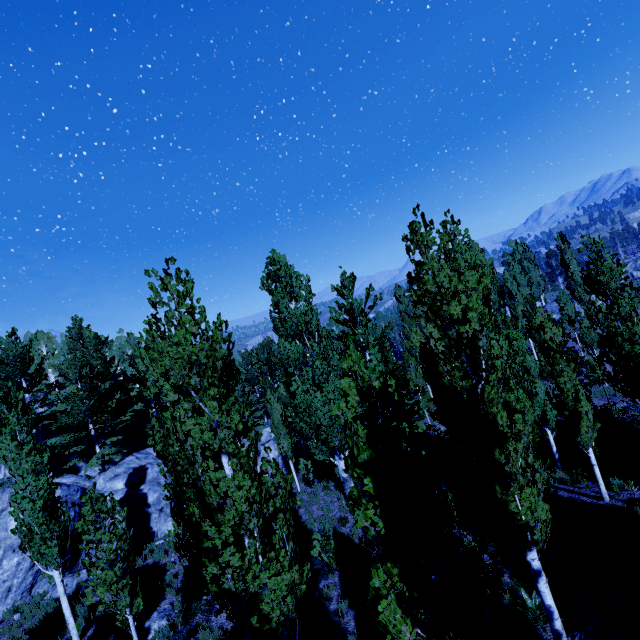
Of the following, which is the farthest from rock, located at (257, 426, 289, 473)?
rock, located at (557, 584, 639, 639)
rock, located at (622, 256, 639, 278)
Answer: rock, located at (622, 256, 639, 278)

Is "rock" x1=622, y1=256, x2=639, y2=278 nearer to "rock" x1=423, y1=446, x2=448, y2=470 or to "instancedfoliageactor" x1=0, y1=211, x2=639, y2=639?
"instancedfoliageactor" x1=0, y1=211, x2=639, y2=639

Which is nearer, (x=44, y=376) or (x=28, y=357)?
(x=28, y=357)

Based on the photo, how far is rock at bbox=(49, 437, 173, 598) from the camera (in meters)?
15.55

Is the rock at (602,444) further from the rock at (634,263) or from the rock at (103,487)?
the rock at (634,263)

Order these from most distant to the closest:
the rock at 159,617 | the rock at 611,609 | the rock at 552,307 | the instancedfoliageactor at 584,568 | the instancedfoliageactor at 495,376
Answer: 1. the rock at 552,307
2. the rock at 159,617
3. the instancedfoliageactor at 584,568
4. the rock at 611,609
5. the instancedfoliageactor at 495,376

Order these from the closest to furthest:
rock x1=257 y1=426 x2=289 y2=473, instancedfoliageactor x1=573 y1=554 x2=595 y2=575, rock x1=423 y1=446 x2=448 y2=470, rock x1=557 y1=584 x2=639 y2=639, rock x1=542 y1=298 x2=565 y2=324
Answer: rock x1=557 y1=584 x2=639 y2=639 → instancedfoliageactor x1=573 y1=554 x2=595 y2=575 → rock x1=423 y1=446 x2=448 y2=470 → rock x1=257 y1=426 x2=289 y2=473 → rock x1=542 y1=298 x2=565 y2=324

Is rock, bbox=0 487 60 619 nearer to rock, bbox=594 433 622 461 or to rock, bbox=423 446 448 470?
rock, bbox=423 446 448 470
